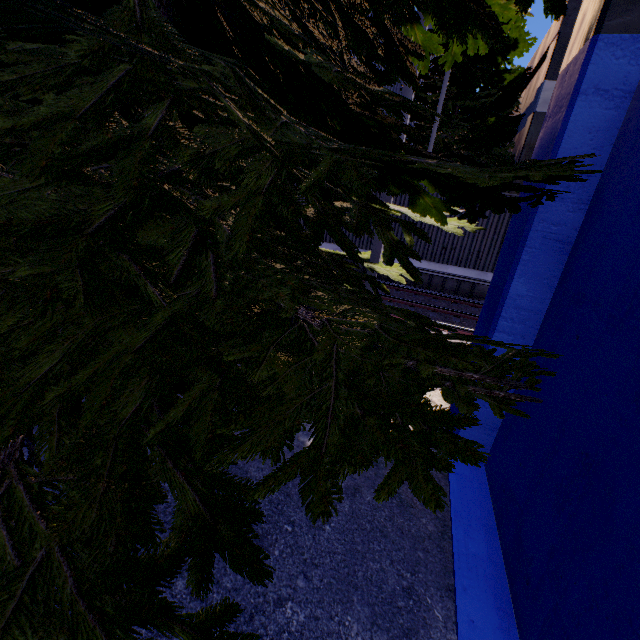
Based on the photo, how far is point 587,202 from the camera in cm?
339

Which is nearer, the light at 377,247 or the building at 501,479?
the building at 501,479

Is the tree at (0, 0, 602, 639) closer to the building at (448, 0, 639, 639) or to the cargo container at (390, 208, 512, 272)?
the building at (448, 0, 639, 639)

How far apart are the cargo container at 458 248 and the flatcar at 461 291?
0.0 meters

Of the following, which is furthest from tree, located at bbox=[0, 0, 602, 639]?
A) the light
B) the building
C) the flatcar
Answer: the flatcar

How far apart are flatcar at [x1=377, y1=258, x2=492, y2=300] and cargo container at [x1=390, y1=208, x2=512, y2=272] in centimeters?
1cm
